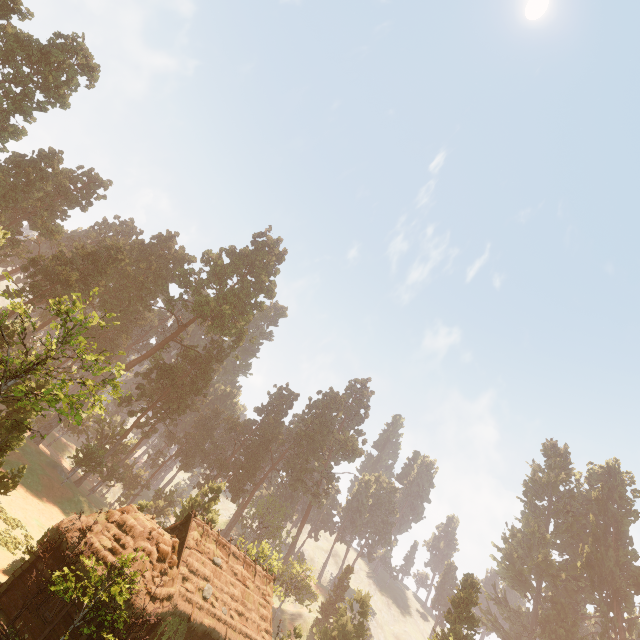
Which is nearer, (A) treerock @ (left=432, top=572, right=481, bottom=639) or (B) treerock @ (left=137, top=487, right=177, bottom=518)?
(B) treerock @ (left=137, top=487, right=177, bottom=518)

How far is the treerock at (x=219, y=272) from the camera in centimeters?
5614cm

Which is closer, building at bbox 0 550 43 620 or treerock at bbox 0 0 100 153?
building at bbox 0 550 43 620

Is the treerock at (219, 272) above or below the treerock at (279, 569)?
above

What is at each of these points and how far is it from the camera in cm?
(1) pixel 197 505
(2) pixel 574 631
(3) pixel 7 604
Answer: (1) treerock, 4188
(2) treerock, 5894
(3) building, 1689

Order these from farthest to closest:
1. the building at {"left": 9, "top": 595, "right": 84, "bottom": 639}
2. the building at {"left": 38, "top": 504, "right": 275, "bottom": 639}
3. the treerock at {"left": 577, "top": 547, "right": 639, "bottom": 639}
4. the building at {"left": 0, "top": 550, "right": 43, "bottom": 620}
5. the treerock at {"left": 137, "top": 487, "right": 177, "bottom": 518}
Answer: the treerock at {"left": 577, "top": 547, "right": 639, "bottom": 639}, the treerock at {"left": 137, "top": 487, "right": 177, "bottom": 518}, the building at {"left": 38, "top": 504, "right": 275, "bottom": 639}, the building at {"left": 0, "top": 550, "right": 43, "bottom": 620}, the building at {"left": 9, "top": 595, "right": 84, "bottom": 639}
